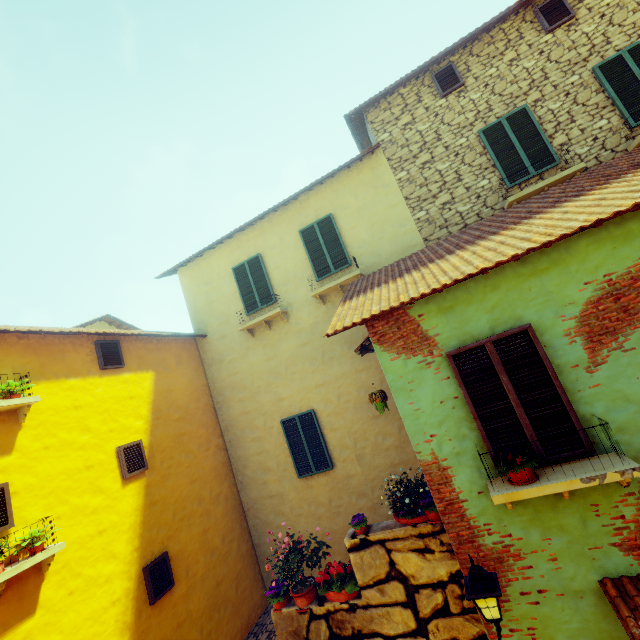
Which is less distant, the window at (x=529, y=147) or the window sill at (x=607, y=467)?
the window sill at (x=607, y=467)

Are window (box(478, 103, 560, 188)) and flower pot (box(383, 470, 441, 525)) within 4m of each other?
no

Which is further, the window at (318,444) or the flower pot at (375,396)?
the window at (318,444)

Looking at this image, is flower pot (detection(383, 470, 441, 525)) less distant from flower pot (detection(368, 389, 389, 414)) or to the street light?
the street light

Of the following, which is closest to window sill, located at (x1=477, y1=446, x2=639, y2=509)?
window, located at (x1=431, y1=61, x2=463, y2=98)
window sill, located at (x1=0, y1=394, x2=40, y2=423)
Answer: window sill, located at (x1=0, y1=394, x2=40, y2=423)

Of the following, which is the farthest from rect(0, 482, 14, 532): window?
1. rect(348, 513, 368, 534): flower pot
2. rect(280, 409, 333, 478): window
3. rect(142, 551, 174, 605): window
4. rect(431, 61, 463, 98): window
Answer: rect(431, 61, 463, 98): window

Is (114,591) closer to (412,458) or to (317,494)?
(317,494)

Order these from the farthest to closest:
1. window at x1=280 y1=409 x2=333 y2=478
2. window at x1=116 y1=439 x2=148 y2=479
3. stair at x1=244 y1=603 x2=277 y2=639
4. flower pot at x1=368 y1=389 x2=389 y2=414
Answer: window at x1=280 y1=409 x2=333 y2=478
stair at x1=244 y1=603 x2=277 y2=639
window at x1=116 y1=439 x2=148 y2=479
flower pot at x1=368 y1=389 x2=389 y2=414
